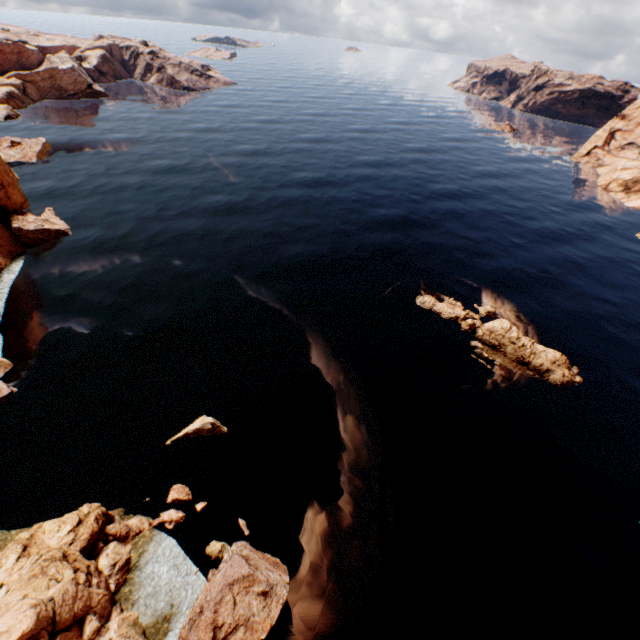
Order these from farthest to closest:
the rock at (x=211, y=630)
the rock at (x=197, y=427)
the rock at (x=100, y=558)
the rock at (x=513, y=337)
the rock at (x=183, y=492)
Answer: the rock at (x=513, y=337) < the rock at (x=197, y=427) < the rock at (x=183, y=492) < the rock at (x=211, y=630) < the rock at (x=100, y=558)

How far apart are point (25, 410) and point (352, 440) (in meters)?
25.67

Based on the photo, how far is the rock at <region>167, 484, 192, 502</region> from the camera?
21.1m

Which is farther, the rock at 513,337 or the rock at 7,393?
the rock at 513,337

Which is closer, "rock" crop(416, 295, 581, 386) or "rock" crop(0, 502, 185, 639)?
"rock" crop(0, 502, 185, 639)

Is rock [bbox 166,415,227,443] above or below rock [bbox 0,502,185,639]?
below

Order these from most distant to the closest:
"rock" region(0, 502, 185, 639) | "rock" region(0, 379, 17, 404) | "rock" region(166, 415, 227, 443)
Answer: "rock" region(0, 379, 17, 404) → "rock" region(166, 415, 227, 443) → "rock" region(0, 502, 185, 639)
